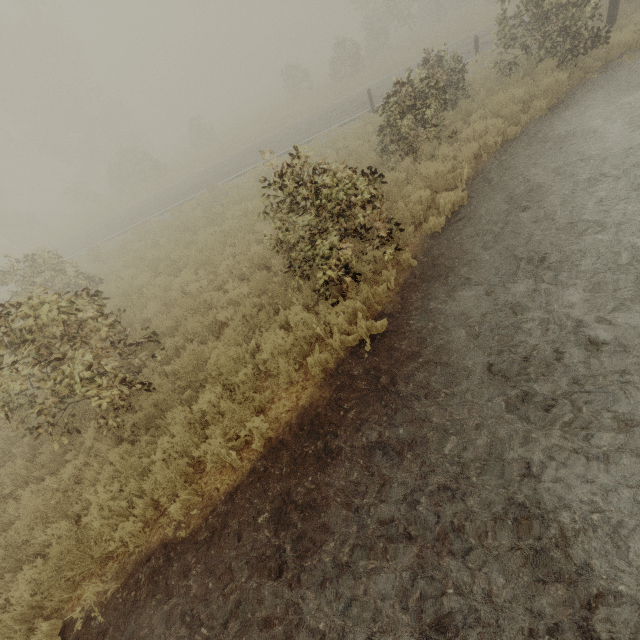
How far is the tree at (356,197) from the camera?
5.1m

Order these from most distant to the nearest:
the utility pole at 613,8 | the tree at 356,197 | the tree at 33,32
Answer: the tree at 33,32 < the utility pole at 613,8 < the tree at 356,197

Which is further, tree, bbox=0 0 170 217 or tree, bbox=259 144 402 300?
tree, bbox=0 0 170 217

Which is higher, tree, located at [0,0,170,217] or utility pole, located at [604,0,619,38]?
tree, located at [0,0,170,217]

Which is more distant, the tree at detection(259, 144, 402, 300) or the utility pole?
the utility pole

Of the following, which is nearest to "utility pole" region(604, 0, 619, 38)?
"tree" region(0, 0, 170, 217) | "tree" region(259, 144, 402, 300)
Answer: "tree" region(259, 144, 402, 300)

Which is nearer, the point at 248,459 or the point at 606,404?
the point at 606,404

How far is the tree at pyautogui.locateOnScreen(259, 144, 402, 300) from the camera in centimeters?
507cm
